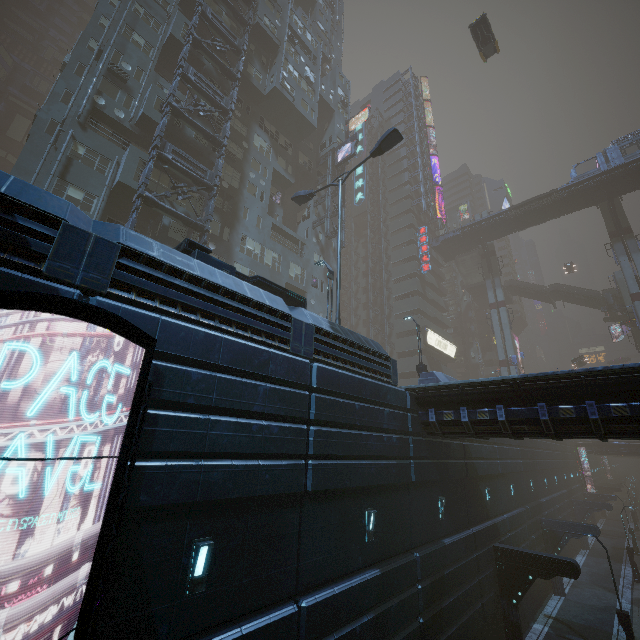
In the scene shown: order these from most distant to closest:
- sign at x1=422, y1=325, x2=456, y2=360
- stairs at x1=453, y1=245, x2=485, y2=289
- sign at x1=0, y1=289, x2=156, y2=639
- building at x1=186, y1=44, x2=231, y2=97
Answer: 1. stairs at x1=453, y1=245, x2=485, y2=289
2. sign at x1=422, y1=325, x2=456, y2=360
3. building at x1=186, y1=44, x2=231, y2=97
4. sign at x1=0, y1=289, x2=156, y2=639

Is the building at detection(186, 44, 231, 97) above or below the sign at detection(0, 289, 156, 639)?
above

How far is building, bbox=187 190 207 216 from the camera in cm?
2320

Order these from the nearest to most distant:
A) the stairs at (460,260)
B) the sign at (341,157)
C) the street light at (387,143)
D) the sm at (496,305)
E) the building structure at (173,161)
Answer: the street light at (387,143)
the building structure at (173,161)
the sign at (341,157)
the sm at (496,305)
the stairs at (460,260)

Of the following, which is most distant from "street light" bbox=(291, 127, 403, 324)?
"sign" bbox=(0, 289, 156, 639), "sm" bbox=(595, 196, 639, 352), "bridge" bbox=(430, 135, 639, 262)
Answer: "sm" bbox=(595, 196, 639, 352)

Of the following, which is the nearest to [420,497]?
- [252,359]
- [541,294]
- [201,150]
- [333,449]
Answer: [333,449]

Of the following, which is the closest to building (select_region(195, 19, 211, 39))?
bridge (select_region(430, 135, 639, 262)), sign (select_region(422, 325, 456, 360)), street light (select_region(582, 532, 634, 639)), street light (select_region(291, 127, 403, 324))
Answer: sign (select_region(422, 325, 456, 360))

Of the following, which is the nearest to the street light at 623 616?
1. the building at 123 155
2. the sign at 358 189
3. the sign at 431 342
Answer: the building at 123 155
